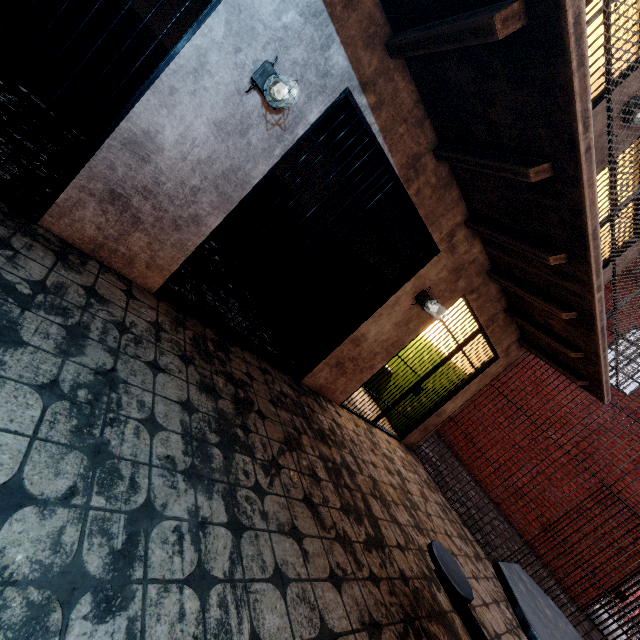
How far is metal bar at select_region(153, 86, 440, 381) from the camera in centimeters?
279cm

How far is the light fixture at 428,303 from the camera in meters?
4.1 m

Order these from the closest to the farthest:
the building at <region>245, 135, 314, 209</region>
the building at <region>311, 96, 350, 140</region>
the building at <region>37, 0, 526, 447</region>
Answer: the building at <region>37, 0, 526, 447</region>, the building at <region>311, 96, 350, 140</region>, the building at <region>245, 135, 314, 209</region>

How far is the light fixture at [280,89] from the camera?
2.2m

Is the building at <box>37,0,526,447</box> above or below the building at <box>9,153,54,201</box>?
above

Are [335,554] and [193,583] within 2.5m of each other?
yes

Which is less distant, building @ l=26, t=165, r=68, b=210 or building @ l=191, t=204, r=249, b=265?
building @ l=26, t=165, r=68, b=210

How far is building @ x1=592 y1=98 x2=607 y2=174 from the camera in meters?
3.6 m
